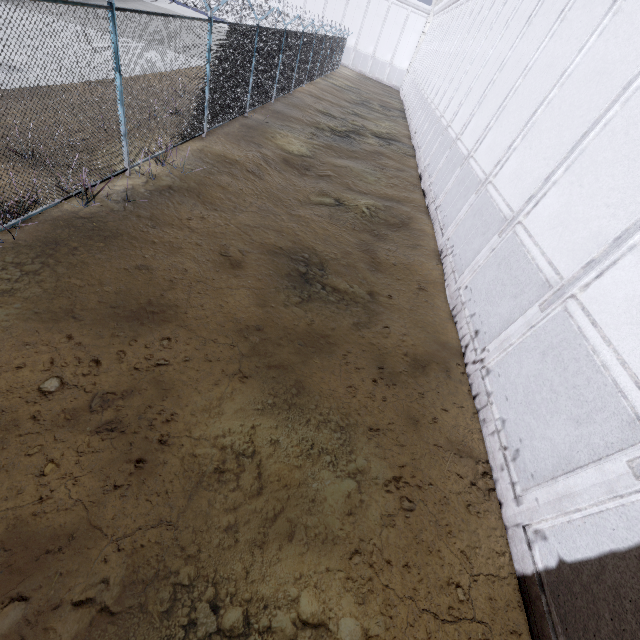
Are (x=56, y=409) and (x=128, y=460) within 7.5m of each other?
yes
